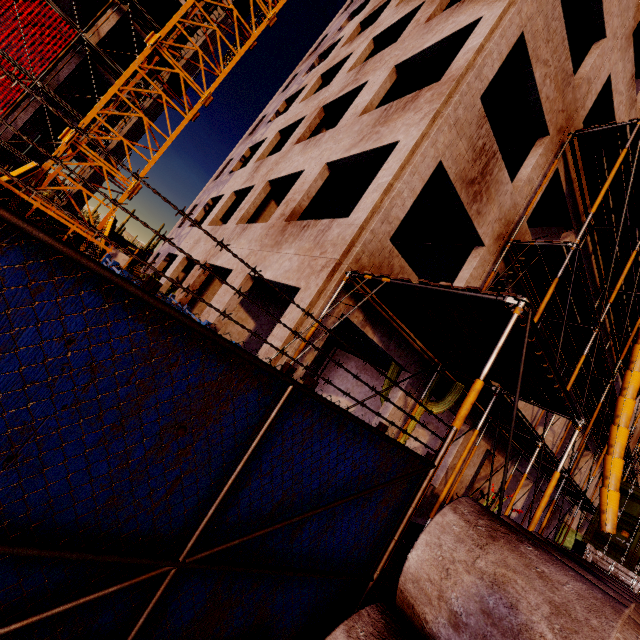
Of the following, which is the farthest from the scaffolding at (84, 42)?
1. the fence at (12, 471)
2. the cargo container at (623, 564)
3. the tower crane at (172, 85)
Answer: the cargo container at (623, 564)

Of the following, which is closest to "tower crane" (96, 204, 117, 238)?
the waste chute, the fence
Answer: the fence

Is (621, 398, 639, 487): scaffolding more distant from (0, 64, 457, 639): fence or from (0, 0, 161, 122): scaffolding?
(0, 0, 161, 122): scaffolding

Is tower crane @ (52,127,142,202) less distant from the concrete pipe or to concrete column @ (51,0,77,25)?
the concrete pipe

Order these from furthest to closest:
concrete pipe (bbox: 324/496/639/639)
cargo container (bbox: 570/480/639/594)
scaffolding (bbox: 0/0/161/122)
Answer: scaffolding (bbox: 0/0/161/122) < cargo container (bbox: 570/480/639/594) < concrete pipe (bbox: 324/496/639/639)

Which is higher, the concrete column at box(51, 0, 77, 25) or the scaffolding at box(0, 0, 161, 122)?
the concrete column at box(51, 0, 77, 25)

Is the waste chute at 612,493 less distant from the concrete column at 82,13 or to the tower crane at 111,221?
the tower crane at 111,221

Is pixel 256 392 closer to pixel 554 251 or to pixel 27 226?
pixel 27 226
